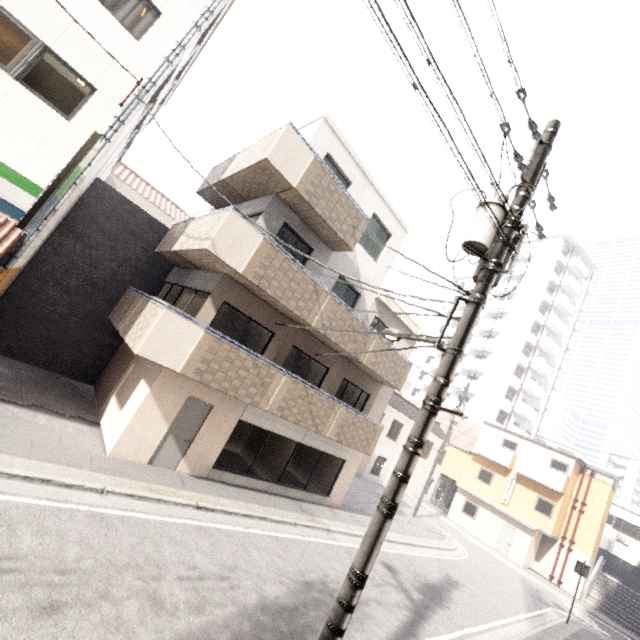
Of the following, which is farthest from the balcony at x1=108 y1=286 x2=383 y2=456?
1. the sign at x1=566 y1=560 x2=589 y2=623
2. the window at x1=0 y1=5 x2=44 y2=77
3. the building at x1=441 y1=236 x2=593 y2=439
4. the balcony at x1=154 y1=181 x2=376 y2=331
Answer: the building at x1=441 y1=236 x2=593 y2=439

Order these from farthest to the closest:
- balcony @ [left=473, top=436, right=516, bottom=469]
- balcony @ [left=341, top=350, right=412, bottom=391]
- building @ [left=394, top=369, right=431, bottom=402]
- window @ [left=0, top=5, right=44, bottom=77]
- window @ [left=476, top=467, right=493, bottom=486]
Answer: building @ [left=394, top=369, right=431, bottom=402]
window @ [left=476, top=467, right=493, bottom=486]
balcony @ [left=473, top=436, right=516, bottom=469]
balcony @ [left=341, top=350, right=412, bottom=391]
window @ [left=0, top=5, right=44, bottom=77]

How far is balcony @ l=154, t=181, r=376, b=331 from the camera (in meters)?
8.41

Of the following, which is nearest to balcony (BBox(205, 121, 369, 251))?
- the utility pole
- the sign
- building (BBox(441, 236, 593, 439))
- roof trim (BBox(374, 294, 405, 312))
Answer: roof trim (BBox(374, 294, 405, 312))

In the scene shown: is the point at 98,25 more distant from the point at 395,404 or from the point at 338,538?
the point at 395,404

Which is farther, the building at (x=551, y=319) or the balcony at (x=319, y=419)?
the building at (x=551, y=319)

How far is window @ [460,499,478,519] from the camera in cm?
2697

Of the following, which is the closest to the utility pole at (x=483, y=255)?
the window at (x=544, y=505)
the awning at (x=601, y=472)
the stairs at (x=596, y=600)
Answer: the window at (x=544, y=505)
